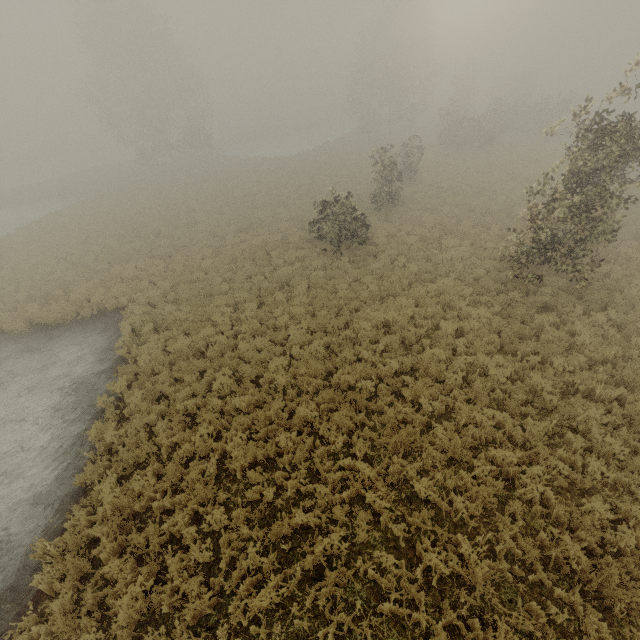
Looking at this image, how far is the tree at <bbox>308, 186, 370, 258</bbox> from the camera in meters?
15.5

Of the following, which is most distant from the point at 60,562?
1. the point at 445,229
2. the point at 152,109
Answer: the point at 152,109

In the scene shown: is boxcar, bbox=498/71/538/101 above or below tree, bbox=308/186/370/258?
above

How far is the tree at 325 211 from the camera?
15.45m

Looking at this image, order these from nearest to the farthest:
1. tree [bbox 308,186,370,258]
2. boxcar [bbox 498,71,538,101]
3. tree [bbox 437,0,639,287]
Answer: tree [bbox 437,0,639,287], tree [bbox 308,186,370,258], boxcar [bbox 498,71,538,101]

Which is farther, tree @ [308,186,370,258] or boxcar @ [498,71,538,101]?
boxcar @ [498,71,538,101]

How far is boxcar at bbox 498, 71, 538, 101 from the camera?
50.0 meters

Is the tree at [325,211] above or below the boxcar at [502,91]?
below
